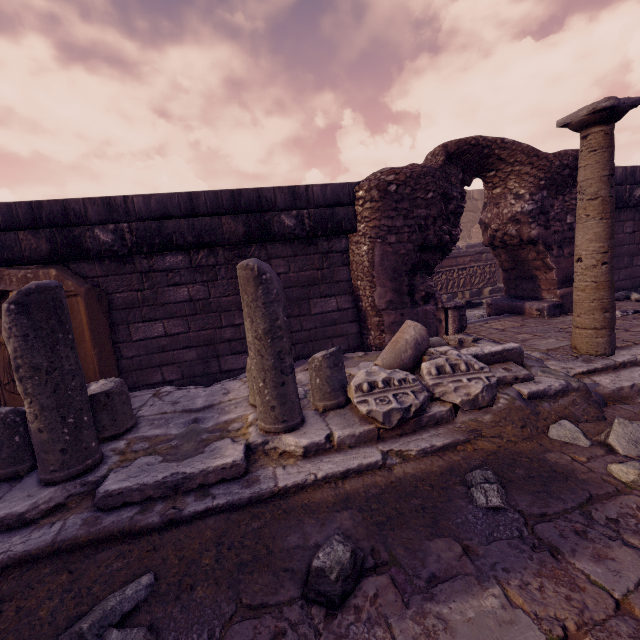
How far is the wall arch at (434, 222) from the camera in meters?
4.9

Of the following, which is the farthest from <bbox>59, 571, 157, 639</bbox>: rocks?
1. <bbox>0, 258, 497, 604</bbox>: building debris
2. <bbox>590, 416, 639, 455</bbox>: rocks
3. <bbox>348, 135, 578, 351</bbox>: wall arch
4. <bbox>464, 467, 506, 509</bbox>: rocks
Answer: <bbox>348, 135, 578, 351</bbox>: wall arch

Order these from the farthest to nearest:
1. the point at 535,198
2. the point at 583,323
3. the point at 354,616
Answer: the point at 535,198 < the point at 583,323 < the point at 354,616

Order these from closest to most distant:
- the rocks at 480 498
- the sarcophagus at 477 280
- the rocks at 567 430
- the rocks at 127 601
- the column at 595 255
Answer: the rocks at 127 601
the rocks at 480 498
the rocks at 567 430
the column at 595 255
the sarcophagus at 477 280

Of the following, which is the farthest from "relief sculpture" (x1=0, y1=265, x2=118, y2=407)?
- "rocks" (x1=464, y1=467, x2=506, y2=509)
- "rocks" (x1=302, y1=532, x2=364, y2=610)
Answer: "rocks" (x1=464, y1=467, x2=506, y2=509)

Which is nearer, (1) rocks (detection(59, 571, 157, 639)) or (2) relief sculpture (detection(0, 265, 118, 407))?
(1) rocks (detection(59, 571, 157, 639))

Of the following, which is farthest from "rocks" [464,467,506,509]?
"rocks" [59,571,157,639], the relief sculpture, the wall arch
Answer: the relief sculpture

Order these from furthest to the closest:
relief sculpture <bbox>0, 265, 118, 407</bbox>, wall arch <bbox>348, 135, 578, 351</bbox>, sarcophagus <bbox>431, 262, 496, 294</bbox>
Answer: sarcophagus <bbox>431, 262, 496, 294</bbox> < wall arch <bbox>348, 135, 578, 351</bbox> < relief sculpture <bbox>0, 265, 118, 407</bbox>
